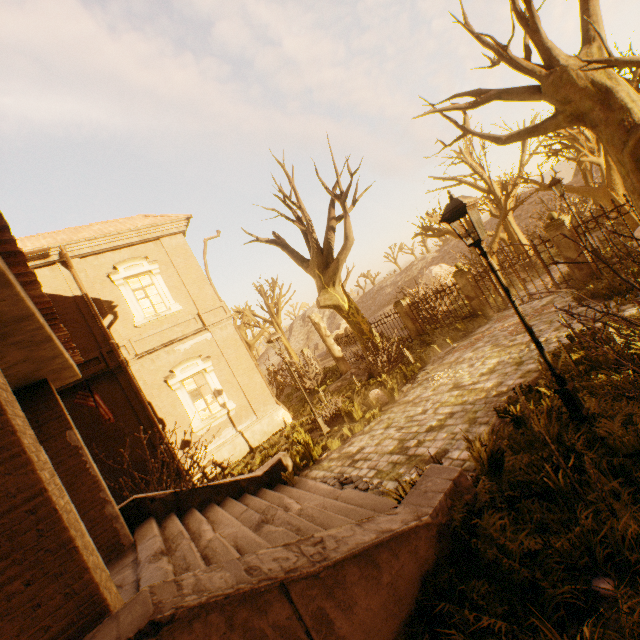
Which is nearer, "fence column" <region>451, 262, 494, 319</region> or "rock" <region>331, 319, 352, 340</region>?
"fence column" <region>451, 262, 494, 319</region>

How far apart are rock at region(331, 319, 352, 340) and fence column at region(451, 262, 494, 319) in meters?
26.2 m

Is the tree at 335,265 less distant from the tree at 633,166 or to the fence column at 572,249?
the fence column at 572,249

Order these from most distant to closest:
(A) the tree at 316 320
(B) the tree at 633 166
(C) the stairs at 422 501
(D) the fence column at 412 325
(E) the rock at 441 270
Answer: (E) the rock at 441 270 → (A) the tree at 316 320 → (D) the fence column at 412 325 → (B) the tree at 633 166 → (C) the stairs at 422 501

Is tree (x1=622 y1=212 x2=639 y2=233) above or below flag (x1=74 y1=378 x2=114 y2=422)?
below

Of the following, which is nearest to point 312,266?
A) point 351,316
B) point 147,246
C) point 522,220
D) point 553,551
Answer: point 351,316

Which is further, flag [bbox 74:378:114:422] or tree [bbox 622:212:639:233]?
tree [bbox 622:212:639:233]

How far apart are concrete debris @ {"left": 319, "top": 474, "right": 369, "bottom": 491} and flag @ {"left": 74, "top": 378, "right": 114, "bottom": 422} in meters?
4.7
